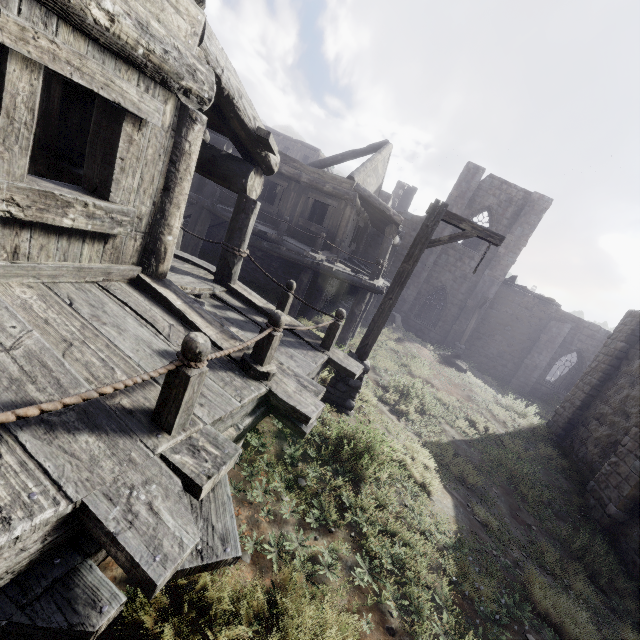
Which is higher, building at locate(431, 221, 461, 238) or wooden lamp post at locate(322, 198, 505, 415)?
building at locate(431, 221, 461, 238)

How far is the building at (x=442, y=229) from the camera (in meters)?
22.19

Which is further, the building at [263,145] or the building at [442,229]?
the building at [442,229]

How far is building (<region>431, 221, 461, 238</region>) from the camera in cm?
2219

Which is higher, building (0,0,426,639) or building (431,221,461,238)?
building (431,221,461,238)

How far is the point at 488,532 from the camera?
5.8 meters

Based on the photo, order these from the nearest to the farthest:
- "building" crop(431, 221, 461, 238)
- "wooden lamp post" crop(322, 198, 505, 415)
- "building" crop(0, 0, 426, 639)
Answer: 1. "building" crop(0, 0, 426, 639)
2. "wooden lamp post" crop(322, 198, 505, 415)
3. "building" crop(431, 221, 461, 238)

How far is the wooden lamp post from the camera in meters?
6.2 m
